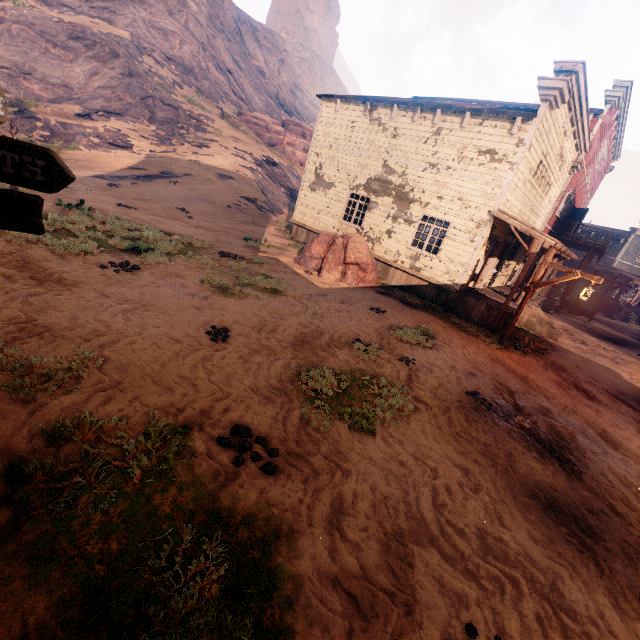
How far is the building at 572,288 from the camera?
22.1 meters

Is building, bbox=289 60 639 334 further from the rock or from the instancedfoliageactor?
the rock

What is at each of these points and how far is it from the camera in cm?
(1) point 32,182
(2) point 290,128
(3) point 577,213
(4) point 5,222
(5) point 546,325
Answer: (1) sign, 208
(2) rock, 4459
(3) bp, 2395
(4) sign, 221
(5) building, 1419

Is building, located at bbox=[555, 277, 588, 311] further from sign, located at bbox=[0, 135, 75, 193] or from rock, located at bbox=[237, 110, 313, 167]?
rock, located at bbox=[237, 110, 313, 167]

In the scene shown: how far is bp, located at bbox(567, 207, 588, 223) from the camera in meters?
23.3 m

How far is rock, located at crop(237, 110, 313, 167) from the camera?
38.2m

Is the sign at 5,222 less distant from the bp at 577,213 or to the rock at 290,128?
the bp at 577,213

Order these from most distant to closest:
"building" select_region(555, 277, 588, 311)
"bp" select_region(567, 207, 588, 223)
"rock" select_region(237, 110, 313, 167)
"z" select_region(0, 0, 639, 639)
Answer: "rock" select_region(237, 110, 313, 167) → "bp" select_region(567, 207, 588, 223) → "building" select_region(555, 277, 588, 311) → "z" select_region(0, 0, 639, 639)
